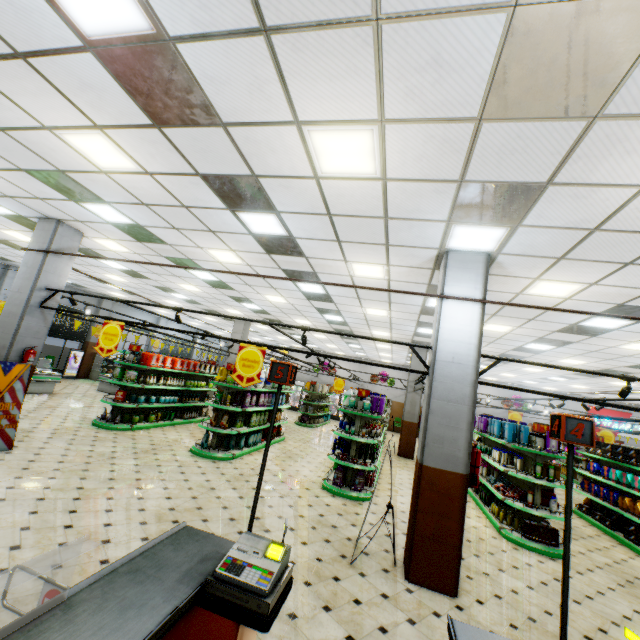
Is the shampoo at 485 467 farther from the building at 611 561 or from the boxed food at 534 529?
the boxed food at 534 529

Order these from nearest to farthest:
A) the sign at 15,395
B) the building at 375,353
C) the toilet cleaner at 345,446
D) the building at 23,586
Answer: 1. the building at 23,586
2. the sign at 15,395
3. the toilet cleaner at 345,446
4. the building at 375,353

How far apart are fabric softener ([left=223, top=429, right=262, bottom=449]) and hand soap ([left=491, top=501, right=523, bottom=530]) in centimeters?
688cm

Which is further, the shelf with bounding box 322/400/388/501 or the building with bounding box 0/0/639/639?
the shelf with bounding box 322/400/388/501

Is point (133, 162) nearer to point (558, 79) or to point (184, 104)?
point (184, 104)

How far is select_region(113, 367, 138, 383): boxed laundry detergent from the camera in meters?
9.6 m

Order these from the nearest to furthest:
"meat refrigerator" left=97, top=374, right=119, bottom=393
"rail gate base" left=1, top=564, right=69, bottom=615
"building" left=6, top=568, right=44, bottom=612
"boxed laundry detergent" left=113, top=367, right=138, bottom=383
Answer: "rail gate base" left=1, top=564, right=69, bottom=615 < "building" left=6, top=568, right=44, bottom=612 < "boxed laundry detergent" left=113, top=367, right=138, bottom=383 < "meat refrigerator" left=97, top=374, right=119, bottom=393

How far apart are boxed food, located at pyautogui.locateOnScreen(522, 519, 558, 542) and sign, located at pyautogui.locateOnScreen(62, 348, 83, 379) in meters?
21.4
